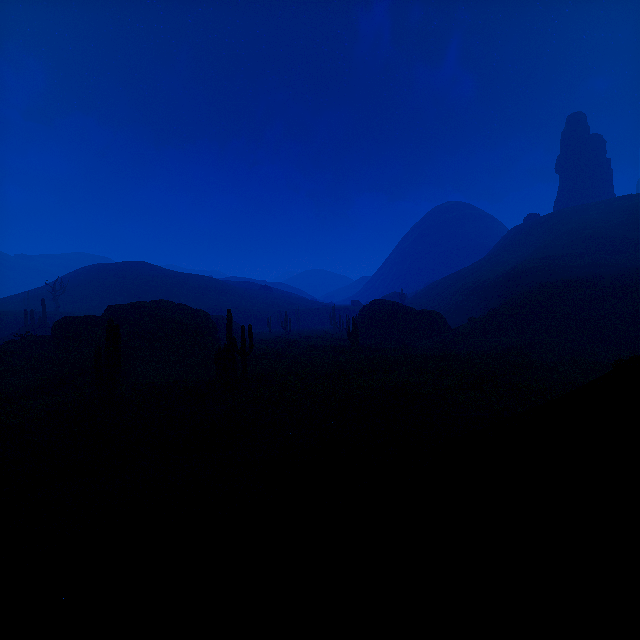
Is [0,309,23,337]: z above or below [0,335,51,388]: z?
above

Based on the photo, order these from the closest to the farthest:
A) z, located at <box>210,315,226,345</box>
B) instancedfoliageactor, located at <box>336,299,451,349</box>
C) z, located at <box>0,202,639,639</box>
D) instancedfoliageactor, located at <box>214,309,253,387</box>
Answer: z, located at <box>0,202,639,639</box>, instancedfoliageactor, located at <box>214,309,253,387</box>, instancedfoliageactor, located at <box>336,299,451,349</box>, z, located at <box>210,315,226,345</box>

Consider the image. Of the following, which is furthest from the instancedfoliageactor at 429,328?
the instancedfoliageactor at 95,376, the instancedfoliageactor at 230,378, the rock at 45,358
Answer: the instancedfoliageactor at 95,376

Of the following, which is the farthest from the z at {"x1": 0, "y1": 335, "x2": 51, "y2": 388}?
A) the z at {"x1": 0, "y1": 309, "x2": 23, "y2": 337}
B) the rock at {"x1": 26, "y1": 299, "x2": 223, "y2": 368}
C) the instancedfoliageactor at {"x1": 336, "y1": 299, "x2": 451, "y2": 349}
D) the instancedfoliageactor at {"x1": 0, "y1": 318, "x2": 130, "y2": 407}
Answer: the instancedfoliageactor at {"x1": 336, "y1": 299, "x2": 451, "y2": 349}

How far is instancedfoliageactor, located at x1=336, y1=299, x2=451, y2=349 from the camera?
35.3 meters

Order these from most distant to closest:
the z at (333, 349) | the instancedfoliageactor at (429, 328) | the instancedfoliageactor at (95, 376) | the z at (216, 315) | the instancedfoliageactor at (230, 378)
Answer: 1. the z at (216, 315)
2. the instancedfoliageactor at (429, 328)
3. the instancedfoliageactor at (230, 378)
4. the instancedfoliageactor at (95, 376)
5. the z at (333, 349)

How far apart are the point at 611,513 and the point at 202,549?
5.5 meters

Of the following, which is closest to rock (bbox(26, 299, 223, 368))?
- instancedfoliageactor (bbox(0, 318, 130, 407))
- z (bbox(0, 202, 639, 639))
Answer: instancedfoliageactor (bbox(0, 318, 130, 407))
